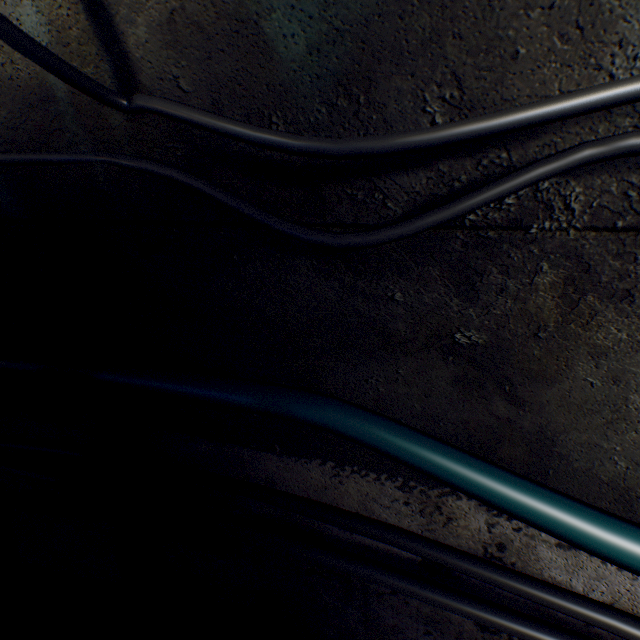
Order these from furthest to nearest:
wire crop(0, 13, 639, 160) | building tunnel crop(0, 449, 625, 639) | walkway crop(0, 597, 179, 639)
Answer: walkway crop(0, 597, 179, 639) < building tunnel crop(0, 449, 625, 639) < wire crop(0, 13, 639, 160)

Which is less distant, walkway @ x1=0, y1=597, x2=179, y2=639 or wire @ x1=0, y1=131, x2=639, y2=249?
wire @ x1=0, y1=131, x2=639, y2=249

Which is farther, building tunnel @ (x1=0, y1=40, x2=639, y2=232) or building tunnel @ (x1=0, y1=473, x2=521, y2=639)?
building tunnel @ (x1=0, y1=473, x2=521, y2=639)

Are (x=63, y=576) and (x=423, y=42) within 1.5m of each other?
no

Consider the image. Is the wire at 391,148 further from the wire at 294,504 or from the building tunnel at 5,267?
the wire at 294,504

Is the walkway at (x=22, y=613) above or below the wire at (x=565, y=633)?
below
